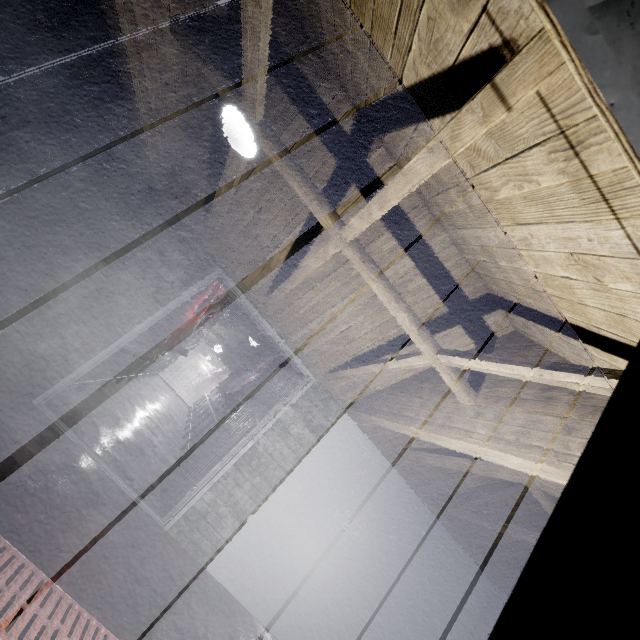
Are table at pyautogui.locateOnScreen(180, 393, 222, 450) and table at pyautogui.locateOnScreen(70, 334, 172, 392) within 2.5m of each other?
yes

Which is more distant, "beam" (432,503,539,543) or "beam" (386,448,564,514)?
"beam" (432,503,539,543)

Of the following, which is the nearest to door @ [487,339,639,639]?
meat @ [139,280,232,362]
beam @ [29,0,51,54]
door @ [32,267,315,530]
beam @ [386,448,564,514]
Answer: beam @ [29,0,51,54]

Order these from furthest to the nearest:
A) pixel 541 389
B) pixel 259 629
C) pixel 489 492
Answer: pixel 489 492 < pixel 259 629 < pixel 541 389

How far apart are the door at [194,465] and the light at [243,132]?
1.5m

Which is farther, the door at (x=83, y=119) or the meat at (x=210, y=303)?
the meat at (x=210, y=303)

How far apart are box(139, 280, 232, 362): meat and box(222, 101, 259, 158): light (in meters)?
3.40

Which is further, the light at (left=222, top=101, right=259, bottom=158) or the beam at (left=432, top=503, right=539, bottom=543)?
the beam at (left=432, top=503, right=539, bottom=543)
